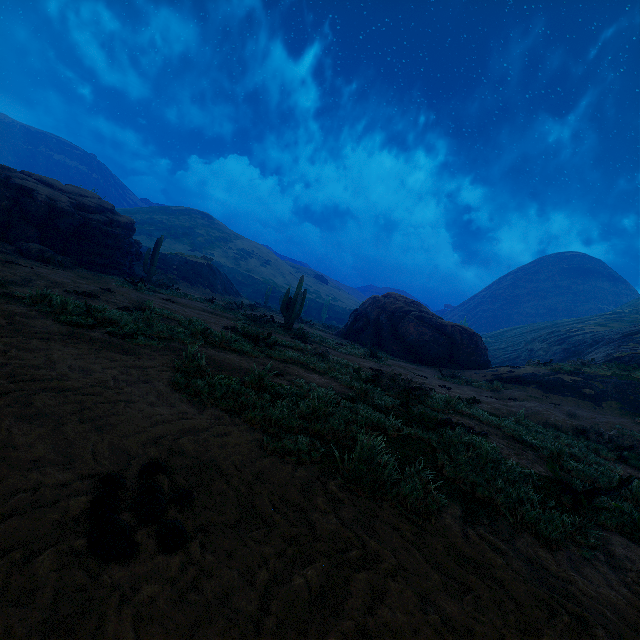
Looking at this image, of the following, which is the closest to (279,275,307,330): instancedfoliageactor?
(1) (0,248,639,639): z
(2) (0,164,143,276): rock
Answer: (2) (0,164,143,276): rock

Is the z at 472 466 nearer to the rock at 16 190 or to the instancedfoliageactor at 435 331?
the instancedfoliageactor at 435 331

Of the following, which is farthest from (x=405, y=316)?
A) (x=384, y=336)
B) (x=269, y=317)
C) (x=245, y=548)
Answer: (x=245, y=548)

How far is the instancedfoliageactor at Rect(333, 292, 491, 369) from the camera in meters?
20.6 m

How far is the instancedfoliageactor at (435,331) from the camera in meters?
20.6 m

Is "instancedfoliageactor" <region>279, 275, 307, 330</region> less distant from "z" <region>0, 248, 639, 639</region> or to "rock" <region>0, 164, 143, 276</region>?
"rock" <region>0, 164, 143, 276</region>
